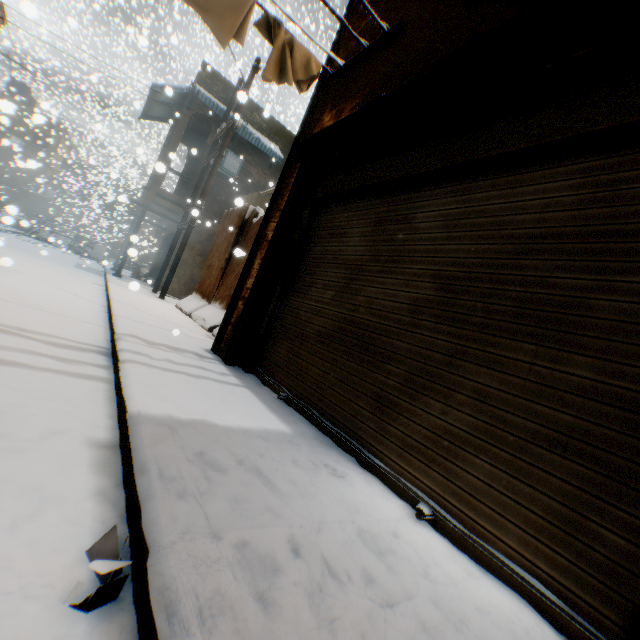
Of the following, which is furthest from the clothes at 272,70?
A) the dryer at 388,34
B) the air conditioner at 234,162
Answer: the air conditioner at 234,162

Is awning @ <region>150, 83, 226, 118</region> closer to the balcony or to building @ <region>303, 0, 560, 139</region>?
building @ <region>303, 0, 560, 139</region>

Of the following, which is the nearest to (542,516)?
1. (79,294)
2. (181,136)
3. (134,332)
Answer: (134,332)

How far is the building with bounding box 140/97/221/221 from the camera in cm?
1322

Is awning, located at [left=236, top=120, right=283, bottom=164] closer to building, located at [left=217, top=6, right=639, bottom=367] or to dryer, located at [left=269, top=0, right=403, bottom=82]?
building, located at [left=217, top=6, right=639, bottom=367]

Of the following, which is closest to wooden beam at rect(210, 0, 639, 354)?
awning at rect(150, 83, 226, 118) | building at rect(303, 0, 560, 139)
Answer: building at rect(303, 0, 560, 139)

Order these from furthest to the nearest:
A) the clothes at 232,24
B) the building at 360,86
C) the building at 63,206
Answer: the building at 63,206, the clothes at 232,24, the building at 360,86
